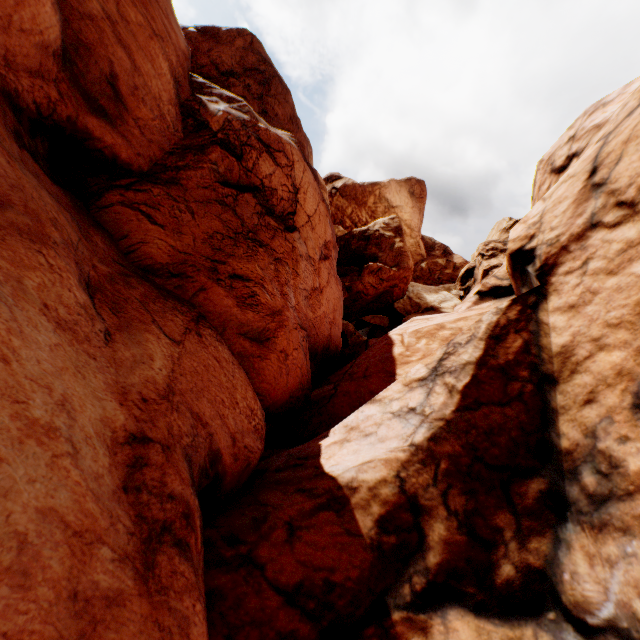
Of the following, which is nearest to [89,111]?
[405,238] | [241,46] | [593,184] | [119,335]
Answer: [119,335]
